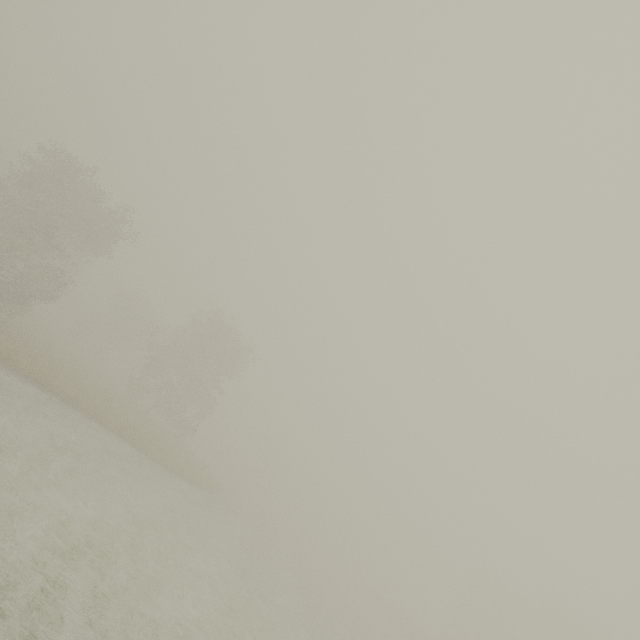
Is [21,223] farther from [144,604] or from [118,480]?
[144,604]
